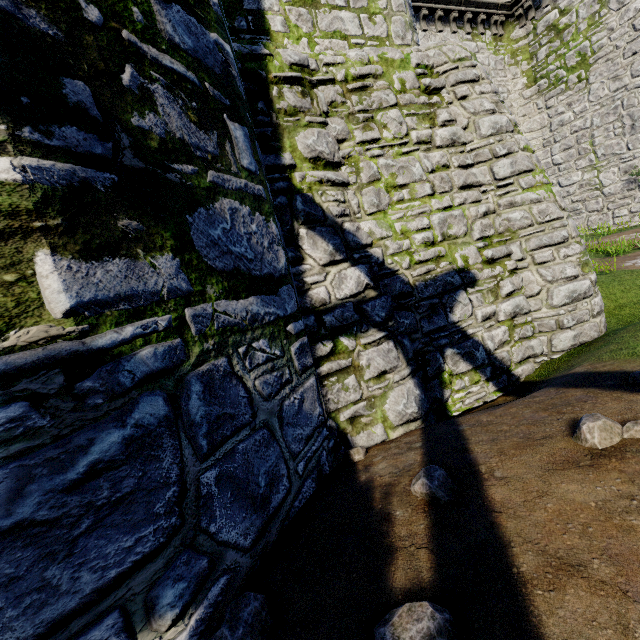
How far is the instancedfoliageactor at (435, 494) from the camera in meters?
2.3

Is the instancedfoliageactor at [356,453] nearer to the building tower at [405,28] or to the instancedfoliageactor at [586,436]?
the instancedfoliageactor at [586,436]

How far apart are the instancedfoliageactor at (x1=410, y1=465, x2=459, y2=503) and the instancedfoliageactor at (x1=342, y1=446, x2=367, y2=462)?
1.2m

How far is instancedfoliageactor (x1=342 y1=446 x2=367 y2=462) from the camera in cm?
361

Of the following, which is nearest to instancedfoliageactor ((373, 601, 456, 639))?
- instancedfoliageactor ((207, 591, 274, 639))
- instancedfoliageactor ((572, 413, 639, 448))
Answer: instancedfoliageactor ((207, 591, 274, 639))

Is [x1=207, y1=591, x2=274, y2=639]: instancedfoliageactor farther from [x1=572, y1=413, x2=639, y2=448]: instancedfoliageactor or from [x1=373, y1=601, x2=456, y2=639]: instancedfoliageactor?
[x1=572, y1=413, x2=639, y2=448]: instancedfoliageactor

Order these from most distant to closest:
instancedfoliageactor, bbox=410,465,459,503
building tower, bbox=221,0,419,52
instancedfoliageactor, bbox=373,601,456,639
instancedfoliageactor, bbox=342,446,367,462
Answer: building tower, bbox=221,0,419,52
instancedfoliageactor, bbox=342,446,367,462
instancedfoliageactor, bbox=410,465,459,503
instancedfoliageactor, bbox=373,601,456,639

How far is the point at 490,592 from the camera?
1.6m
